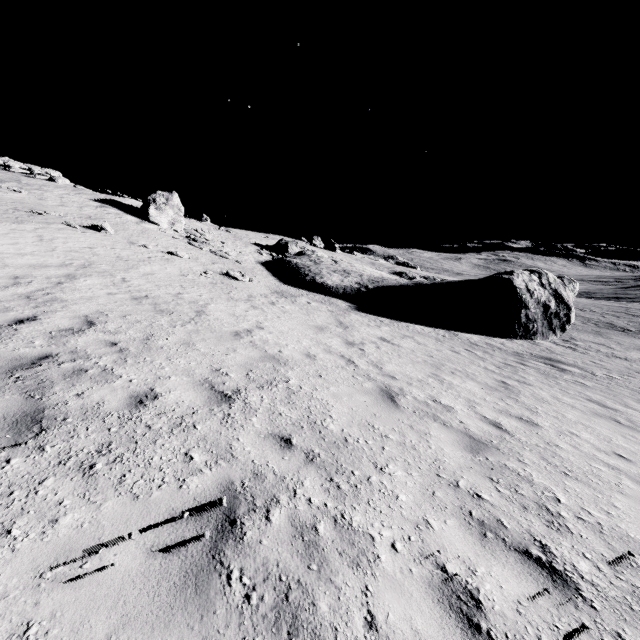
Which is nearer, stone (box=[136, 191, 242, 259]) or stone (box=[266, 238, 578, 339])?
stone (box=[266, 238, 578, 339])

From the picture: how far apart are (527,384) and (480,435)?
5.9m

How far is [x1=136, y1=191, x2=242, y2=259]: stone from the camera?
Result: 25.6m

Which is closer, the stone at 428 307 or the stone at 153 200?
the stone at 428 307

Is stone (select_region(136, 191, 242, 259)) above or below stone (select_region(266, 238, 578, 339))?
above

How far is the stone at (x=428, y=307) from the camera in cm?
2256
